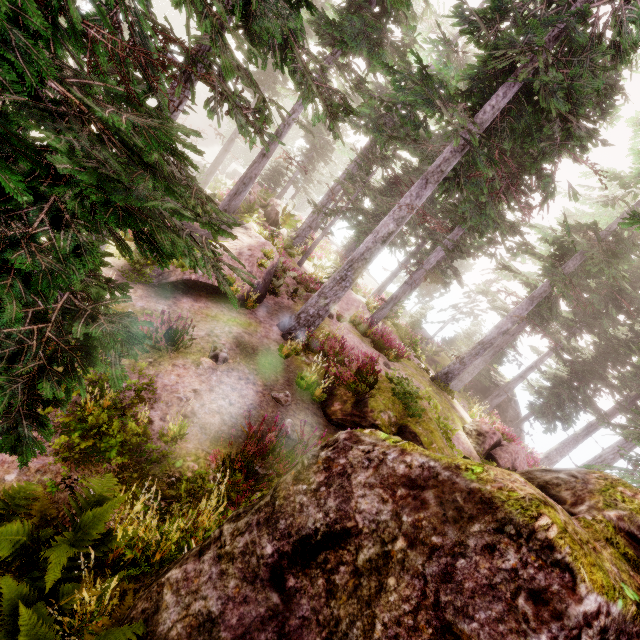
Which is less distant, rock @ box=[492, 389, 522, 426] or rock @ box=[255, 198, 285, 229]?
rock @ box=[255, 198, 285, 229]

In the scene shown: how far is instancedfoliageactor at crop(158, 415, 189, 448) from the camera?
5.5m

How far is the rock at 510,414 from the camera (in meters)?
27.42

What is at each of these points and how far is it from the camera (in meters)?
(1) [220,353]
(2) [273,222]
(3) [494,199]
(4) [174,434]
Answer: (1) instancedfoliageactor, 8.26
(2) rock, 18.11
(3) instancedfoliageactor, 15.41
(4) instancedfoliageactor, 5.54

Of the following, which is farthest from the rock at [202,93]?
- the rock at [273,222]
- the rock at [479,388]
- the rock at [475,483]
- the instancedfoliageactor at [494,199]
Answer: the rock at [475,483]

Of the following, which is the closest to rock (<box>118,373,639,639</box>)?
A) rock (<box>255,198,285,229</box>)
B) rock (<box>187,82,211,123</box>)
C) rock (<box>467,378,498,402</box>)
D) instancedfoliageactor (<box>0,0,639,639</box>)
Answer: instancedfoliageactor (<box>0,0,639,639</box>)

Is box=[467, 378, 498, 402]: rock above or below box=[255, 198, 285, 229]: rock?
below

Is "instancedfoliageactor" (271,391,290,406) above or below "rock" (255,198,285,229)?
below
